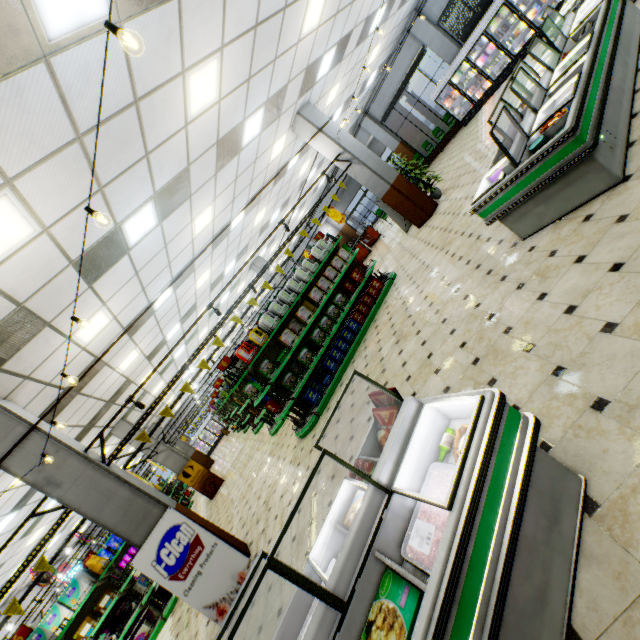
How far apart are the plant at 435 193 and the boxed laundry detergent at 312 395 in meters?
6.8

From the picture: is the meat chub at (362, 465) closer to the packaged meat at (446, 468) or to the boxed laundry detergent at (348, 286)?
the packaged meat at (446, 468)

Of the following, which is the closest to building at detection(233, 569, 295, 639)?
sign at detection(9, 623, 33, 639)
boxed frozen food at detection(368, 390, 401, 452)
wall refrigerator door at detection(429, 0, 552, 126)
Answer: wall refrigerator door at detection(429, 0, 552, 126)

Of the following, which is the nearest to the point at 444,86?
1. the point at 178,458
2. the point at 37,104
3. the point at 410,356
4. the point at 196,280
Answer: the point at 196,280

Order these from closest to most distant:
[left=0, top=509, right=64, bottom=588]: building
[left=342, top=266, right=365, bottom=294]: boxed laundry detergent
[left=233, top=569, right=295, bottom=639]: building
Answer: [left=233, top=569, right=295, bottom=639]: building, [left=342, top=266, right=365, bottom=294]: boxed laundry detergent, [left=0, top=509, right=64, bottom=588]: building

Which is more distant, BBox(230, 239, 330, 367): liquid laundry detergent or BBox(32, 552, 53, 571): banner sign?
BBox(230, 239, 330, 367): liquid laundry detergent

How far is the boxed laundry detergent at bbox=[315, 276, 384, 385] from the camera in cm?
763

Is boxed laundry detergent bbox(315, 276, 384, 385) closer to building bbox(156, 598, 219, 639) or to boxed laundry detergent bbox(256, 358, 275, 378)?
building bbox(156, 598, 219, 639)
